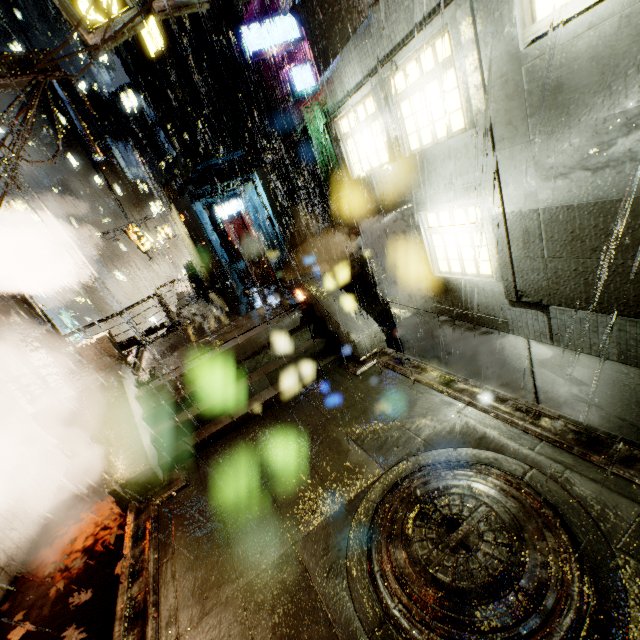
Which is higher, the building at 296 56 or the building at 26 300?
the building at 296 56

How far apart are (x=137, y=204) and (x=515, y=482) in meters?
66.6

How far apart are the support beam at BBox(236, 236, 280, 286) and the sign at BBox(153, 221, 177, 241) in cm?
1428

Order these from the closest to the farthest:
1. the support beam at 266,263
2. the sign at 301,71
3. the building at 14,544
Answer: the building at 14,544, the support beam at 266,263, the sign at 301,71

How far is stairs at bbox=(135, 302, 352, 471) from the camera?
7.8m

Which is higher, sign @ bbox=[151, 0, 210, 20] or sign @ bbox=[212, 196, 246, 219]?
sign @ bbox=[151, 0, 210, 20]

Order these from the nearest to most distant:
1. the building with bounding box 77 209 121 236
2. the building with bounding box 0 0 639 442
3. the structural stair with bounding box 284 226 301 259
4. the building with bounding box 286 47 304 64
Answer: the building with bounding box 0 0 639 442, the structural stair with bounding box 284 226 301 259, the building with bounding box 286 47 304 64, the building with bounding box 77 209 121 236

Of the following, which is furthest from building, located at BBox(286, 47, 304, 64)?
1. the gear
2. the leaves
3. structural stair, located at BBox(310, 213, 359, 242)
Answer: the leaves
